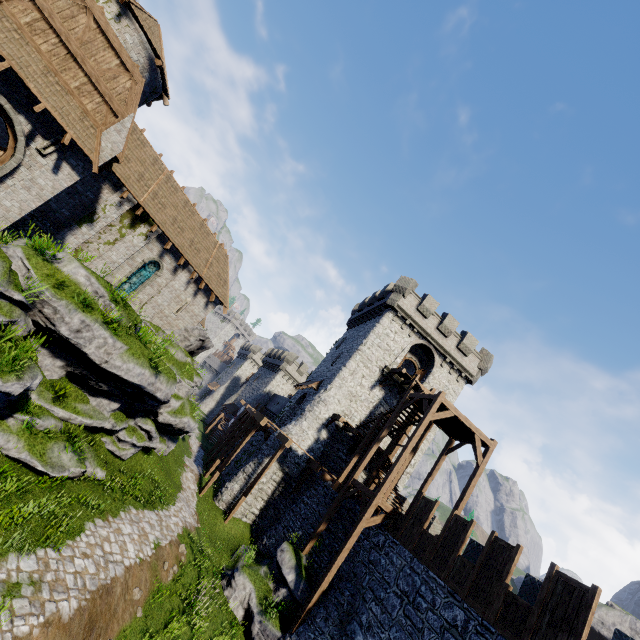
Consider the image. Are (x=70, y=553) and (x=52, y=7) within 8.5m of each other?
no

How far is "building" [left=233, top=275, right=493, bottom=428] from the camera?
26.4 meters

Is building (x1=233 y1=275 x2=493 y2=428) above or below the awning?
above

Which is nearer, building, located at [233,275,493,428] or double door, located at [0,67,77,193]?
double door, located at [0,67,77,193]

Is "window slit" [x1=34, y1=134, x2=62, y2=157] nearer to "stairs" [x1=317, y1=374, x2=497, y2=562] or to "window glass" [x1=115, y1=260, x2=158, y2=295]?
"window glass" [x1=115, y1=260, x2=158, y2=295]

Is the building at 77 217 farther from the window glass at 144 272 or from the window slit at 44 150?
the window glass at 144 272

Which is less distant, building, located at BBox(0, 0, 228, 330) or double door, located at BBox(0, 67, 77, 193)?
double door, located at BBox(0, 67, 77, 193)

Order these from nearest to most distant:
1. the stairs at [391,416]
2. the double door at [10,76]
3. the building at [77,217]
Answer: the double door at [10,76] → the building at [77,217] → the stairs at [391,416]
